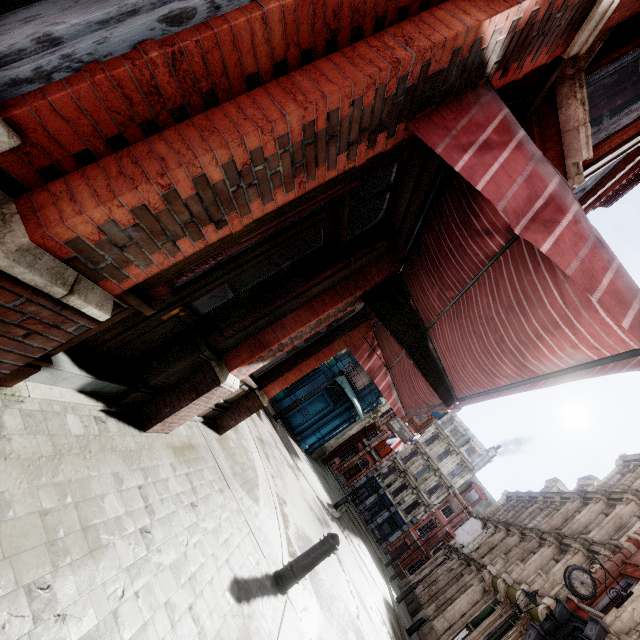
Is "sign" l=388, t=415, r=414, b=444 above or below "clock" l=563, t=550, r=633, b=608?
above

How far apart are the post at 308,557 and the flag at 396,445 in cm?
2923

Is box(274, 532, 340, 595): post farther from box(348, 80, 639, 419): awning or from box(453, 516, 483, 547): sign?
box(453, 516, 483, 547): sign

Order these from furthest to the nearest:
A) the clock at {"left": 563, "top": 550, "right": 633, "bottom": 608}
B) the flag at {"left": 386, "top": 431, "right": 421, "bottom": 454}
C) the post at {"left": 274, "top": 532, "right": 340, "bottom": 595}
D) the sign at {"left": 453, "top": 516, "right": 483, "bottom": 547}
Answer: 1. the flag at {"left": 386, "top": 431, "right": 421, "bottom": 454}
2. the sign at {"left": 453, "top": 516, "right": 483, "bottom": 547}
3. the clock at {"left": 563, "top": 550, "right": 633, "bottom": 608}
4. the post at {"left": 274, "top": 532, "right": 340, "bottom": 595}

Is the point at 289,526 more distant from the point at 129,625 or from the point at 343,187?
the point at 343,187

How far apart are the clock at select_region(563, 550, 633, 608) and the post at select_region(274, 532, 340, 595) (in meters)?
13.34

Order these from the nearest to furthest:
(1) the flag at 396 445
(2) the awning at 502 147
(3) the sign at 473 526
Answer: (2) the awning at 502 147, (3) the sign at 473 526, (1) the flag at 396 445

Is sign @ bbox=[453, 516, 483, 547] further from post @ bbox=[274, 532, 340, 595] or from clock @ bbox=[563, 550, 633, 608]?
post @ bbox=[274, 532, 340, 595]
